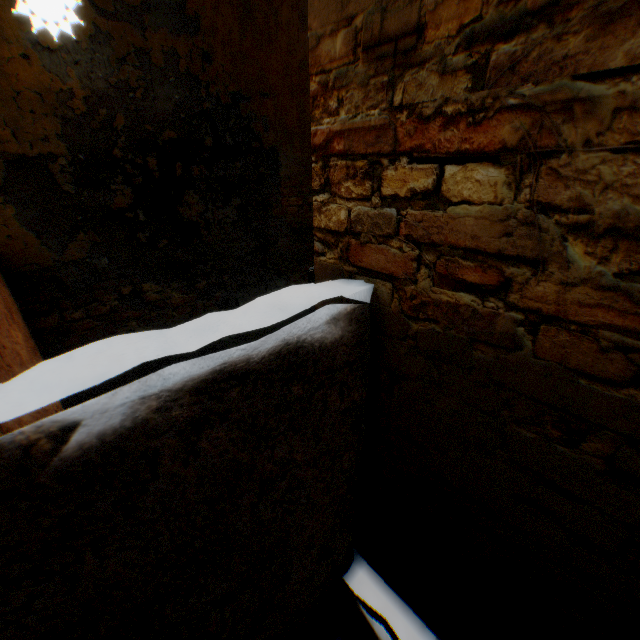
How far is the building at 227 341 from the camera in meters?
3.6

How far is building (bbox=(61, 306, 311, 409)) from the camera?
3.6m

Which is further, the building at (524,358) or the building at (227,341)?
the building at (227,341)

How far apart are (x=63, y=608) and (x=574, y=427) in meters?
1.5 m

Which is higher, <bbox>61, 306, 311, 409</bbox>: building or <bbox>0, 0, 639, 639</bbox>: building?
<bbox>0, 0, 639, 639</bbox>: building

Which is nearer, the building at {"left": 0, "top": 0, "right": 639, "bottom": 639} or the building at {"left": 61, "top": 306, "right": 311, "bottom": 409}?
the building at {"left": 0, "top": 0, "right": 639, "bottom": 639}
